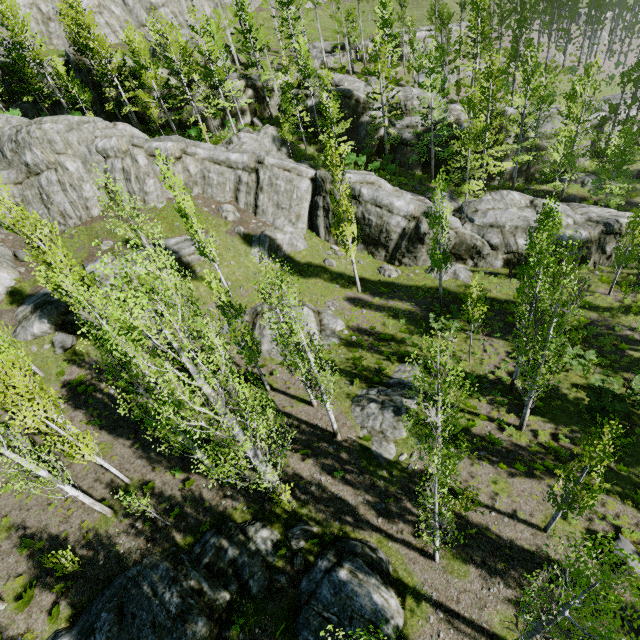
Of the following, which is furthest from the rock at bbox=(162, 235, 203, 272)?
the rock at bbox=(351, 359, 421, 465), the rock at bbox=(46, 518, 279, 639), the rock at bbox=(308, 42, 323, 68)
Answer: the rock at bbox=(46, 518, 279, 639)

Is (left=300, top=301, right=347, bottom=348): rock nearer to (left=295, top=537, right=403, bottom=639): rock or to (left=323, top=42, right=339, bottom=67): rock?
(left=323, top=42, right=339, bottom=67): rock

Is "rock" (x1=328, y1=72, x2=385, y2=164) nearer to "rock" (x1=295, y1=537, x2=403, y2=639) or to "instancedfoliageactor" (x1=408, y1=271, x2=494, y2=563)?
"instancedfoliageactor" (x1=408, y1=271, x2=494, y2=563)

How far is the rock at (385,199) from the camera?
25.62m

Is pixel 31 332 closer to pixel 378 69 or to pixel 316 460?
pixel 316 460

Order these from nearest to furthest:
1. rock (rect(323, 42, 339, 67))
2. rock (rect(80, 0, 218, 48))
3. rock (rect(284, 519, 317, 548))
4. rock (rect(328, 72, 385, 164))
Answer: rock (rect(284, 519, 317, 548)) → rock (rect(328, 72, 385, 164)) → rock (rect(80, 0, 218, 48)) → rock (rect(323, 42, 339, 67))
